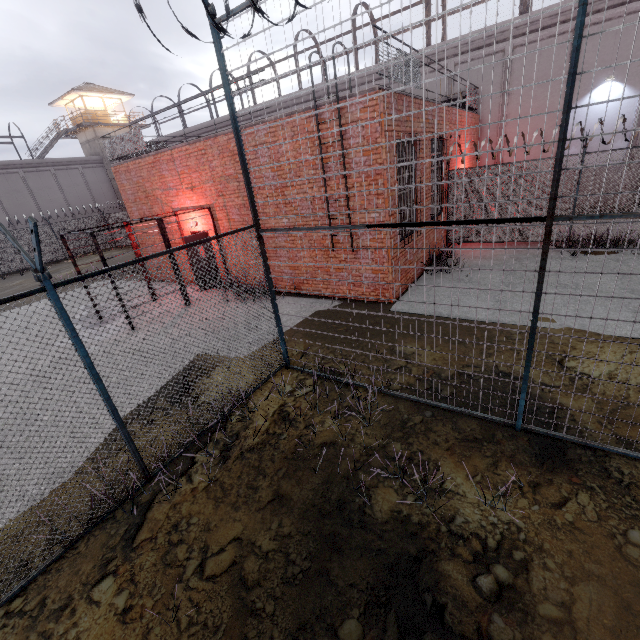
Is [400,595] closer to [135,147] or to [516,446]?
[516,446]

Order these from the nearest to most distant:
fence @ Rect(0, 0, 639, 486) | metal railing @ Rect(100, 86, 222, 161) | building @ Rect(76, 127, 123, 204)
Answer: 1. fence @ Rect(0, 0, 639, 486)
2. metal railing @ Rect(100, 86, 222, 161)
3. building @ Rect(76, 127, 123, 204)

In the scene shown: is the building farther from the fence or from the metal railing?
the metal railing

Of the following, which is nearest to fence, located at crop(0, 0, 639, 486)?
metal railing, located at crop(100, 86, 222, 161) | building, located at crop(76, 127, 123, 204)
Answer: metal railing, located at crop(100, 86, 222, 161)

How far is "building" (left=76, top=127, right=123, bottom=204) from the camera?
33.5m

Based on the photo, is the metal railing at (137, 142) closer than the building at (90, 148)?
Yes

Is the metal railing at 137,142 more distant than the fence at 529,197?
Yes
